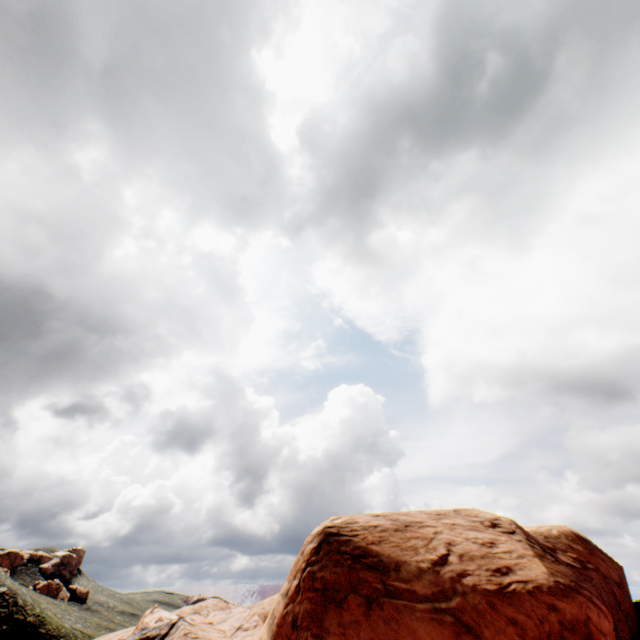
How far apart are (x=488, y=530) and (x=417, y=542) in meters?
3.7 m
